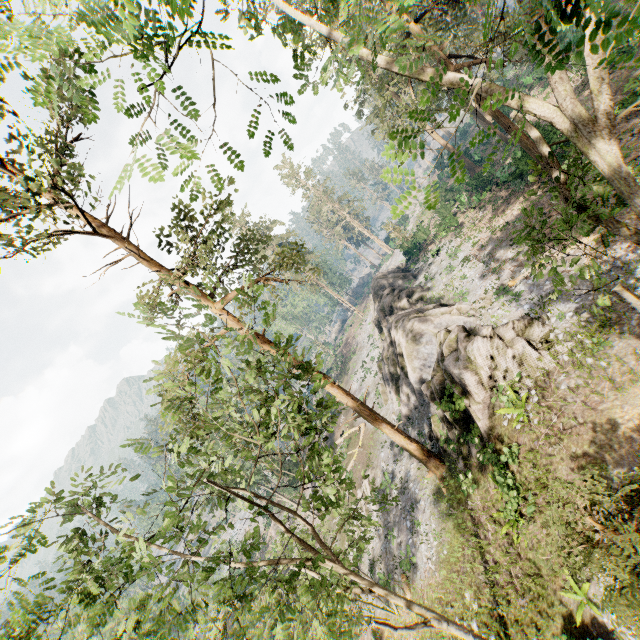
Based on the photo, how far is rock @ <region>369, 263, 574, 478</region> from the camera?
15.6m

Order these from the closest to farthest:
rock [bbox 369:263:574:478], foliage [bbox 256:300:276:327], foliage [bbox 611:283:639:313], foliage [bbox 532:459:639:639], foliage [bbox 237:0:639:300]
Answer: foliage [bbox 237:0:639:300]
foliage [bbox 611:283:639:313]
foliage [bbox 532:459:639:639]
foliage [bbox 256:300:276:327]
rock [bbox 369:263:574:478]

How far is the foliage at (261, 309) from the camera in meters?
7.6 m

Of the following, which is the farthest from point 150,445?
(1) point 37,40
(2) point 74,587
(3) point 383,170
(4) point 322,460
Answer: (3) point 383,170

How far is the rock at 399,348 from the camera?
15.56m

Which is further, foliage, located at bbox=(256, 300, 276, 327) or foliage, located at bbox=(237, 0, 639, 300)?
foliage, located at bbox=(256, 300, 276, 327)

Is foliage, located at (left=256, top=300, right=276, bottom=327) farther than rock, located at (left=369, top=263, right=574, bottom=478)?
No
